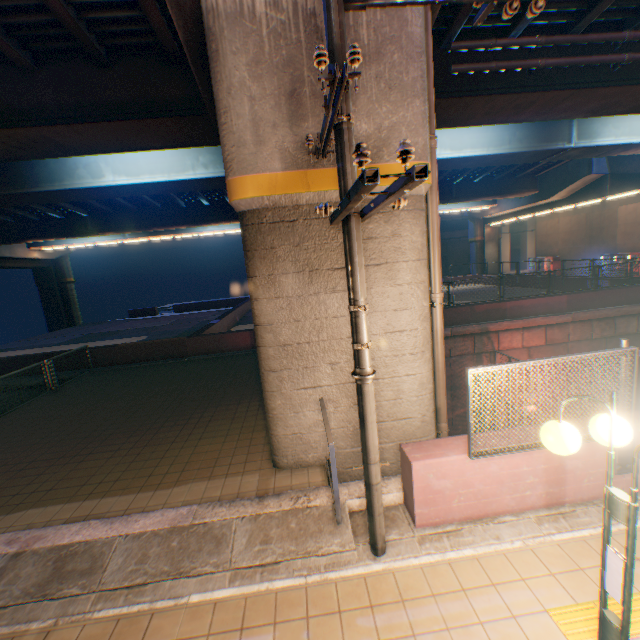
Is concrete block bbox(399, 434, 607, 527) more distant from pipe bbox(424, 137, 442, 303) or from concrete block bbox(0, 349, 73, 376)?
concrete block bbox(0, 349, 73, 376)

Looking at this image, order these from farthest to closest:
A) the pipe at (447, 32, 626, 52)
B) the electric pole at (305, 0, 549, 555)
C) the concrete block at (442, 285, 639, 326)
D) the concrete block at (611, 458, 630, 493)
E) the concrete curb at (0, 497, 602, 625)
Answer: the concrete block at (442, 285, 639, 326)
the pipe at (447, 32, 626, 52)
the concrete block at (611, 458, 630, 493)
the concrete curb at (0, 497, 602, 625)
the electric pole at (305, 0, 549, 555)

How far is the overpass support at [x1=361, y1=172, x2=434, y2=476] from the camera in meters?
5.2

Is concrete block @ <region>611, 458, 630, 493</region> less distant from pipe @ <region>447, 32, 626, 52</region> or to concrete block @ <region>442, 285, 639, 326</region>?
pipe @ <region>447, 32, 626, 52</region>

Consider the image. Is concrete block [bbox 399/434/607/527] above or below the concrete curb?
above

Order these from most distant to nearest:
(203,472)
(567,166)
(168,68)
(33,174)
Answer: (567,166)
(33,174)
(168,68)
(203,472)

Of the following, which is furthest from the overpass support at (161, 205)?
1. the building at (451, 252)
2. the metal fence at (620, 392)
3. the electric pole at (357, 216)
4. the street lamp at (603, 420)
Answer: the building at (451, 252)

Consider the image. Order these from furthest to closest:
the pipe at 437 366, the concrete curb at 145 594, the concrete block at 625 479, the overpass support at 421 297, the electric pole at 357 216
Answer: the pipe at 437 366
the overpass support at 421 297
the concrete block at 625 479
the concrete curb at 145 594
the electric pole at 357 216
